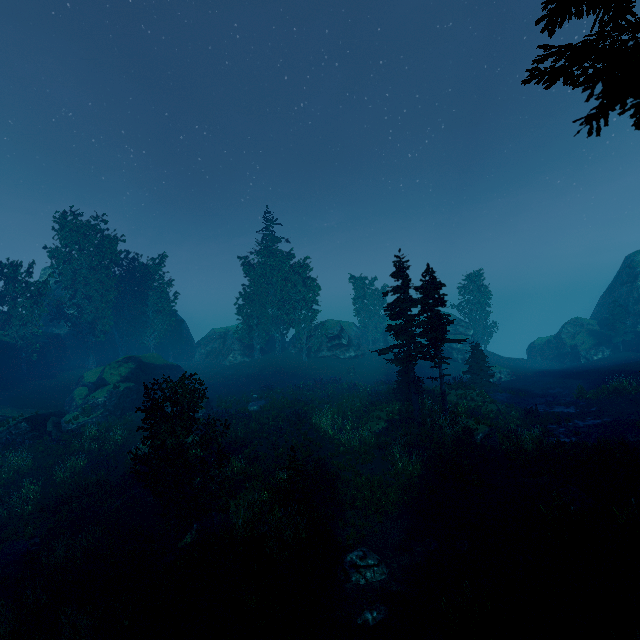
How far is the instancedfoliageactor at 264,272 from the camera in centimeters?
4400cm

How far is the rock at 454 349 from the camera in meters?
43.9

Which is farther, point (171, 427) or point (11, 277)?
point (11, 277)

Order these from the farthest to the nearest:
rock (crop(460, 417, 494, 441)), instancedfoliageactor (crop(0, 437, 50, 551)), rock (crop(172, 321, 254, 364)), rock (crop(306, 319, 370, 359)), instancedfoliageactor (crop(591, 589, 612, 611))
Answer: rock (crop(172, 321, 254, 364)) → rock (crop(306, 319, 370, 359)) → rock (crop(460, 417, 494, 441)) → instancedfoliageactor (crop(0, 437, 50, 551)) → instancedfoliageactor (crop(591, 589, 612, 611))

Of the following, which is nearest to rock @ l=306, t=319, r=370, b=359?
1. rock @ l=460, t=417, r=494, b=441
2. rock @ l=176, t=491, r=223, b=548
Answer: rock @ l=460, t=417, r=494, b=441

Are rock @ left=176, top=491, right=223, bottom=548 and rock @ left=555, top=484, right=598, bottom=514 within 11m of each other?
no

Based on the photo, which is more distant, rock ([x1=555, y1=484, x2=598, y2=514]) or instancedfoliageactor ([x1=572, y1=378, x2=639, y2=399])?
instancedfoliageactor ([x1=572, y1=378, x2=639, y2=399])

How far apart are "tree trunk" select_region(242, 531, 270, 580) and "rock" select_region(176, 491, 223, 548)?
1.67m
